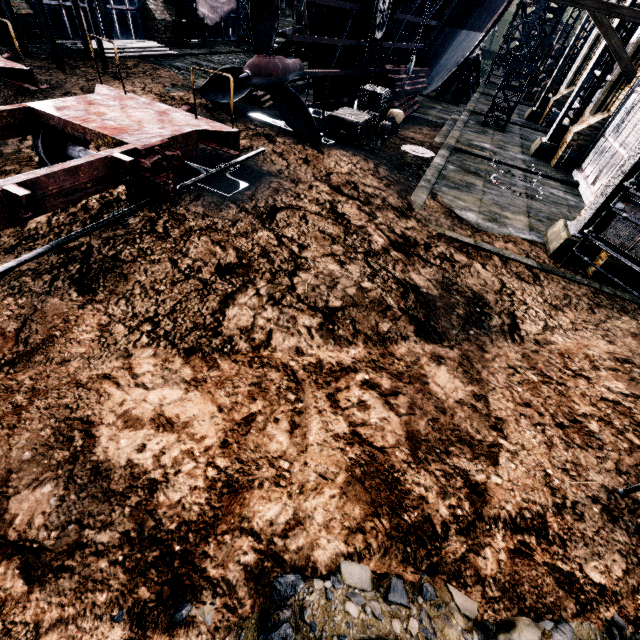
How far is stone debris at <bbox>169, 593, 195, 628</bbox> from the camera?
3.0 meters

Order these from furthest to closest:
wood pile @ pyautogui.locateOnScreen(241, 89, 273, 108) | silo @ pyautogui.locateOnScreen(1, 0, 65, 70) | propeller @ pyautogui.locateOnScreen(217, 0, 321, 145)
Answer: wood pile @ pyautogui.locateOnScreen(241, 89, 273, 108)
silo @ pyautogui.locateOnScreen(1, 0, 65, 70)
propeller @ pyautogui.locateOnScreen(217, 0, 321, 145)

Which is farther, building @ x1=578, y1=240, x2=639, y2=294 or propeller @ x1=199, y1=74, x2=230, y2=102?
propeller @ x1=199, y1=74, x2=230, y2=102

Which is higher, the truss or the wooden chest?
the truss

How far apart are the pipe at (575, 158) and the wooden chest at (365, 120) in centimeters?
1079cm

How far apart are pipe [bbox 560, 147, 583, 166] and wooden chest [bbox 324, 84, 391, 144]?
10.79m

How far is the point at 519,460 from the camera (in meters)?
4.70

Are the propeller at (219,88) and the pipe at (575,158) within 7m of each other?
no
